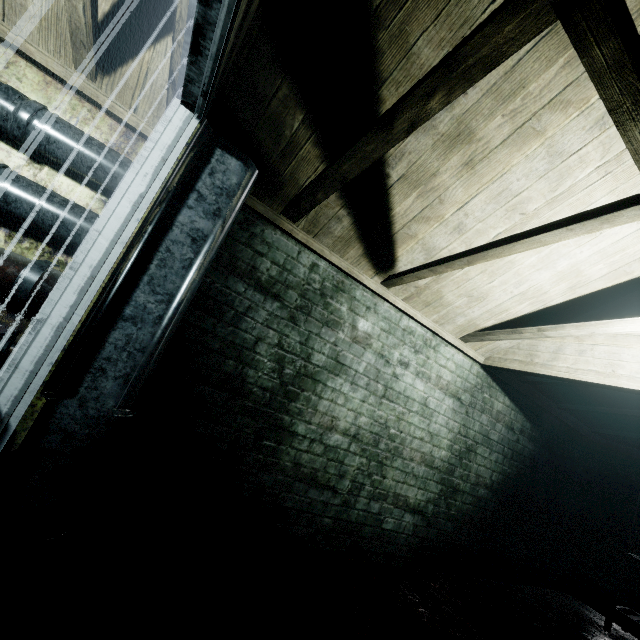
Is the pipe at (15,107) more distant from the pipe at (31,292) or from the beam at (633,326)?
the beam at (633,326)

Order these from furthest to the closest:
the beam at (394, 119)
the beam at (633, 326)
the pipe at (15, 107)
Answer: the beam at (633, 326) → the pipe at (15, 107) → the beam at (394, 119)

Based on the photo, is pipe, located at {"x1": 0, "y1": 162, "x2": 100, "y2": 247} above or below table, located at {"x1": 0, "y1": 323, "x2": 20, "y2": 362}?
above

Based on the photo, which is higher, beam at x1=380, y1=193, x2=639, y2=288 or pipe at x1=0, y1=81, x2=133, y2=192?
beam at x1=380, y1=193, x2=639, y2=288

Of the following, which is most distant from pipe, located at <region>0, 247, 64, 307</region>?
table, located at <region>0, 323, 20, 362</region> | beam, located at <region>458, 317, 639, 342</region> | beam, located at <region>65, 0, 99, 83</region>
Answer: beam, located at <region>458, 317, 639, 342</region>

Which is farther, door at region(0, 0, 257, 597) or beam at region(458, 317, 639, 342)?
beam at region(458, 317, 639, 342)

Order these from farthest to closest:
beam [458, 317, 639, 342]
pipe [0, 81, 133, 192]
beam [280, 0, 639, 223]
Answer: beam [458, 317, 639, 342] < pipe [0, 81, 133, 192] < beam [280, 0, 639, 223]

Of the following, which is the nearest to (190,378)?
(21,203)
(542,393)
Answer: (21,203)
